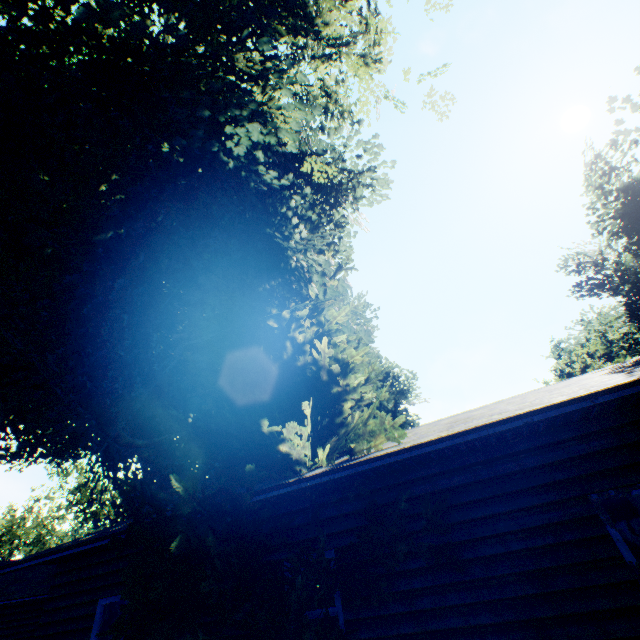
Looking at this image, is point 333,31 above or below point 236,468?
above

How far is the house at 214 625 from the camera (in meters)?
5.81

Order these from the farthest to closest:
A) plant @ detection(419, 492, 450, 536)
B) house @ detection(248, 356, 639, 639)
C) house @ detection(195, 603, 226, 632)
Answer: house @ detection(195, 603, 226, 632) → plant @ detection(419, 492, 450, 536) → house @ detection(248, 356, 639, 639)

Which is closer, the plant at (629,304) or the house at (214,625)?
the house at (214,625)

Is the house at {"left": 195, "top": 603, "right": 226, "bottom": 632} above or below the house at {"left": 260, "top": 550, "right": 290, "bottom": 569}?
below

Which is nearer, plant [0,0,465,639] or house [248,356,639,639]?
house [248,356,639,639]
